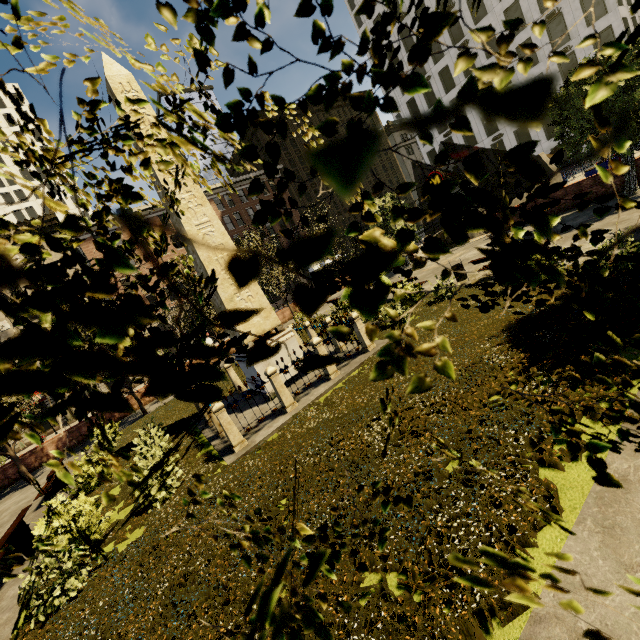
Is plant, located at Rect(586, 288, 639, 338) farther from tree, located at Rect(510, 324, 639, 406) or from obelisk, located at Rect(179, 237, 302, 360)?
obelisk, located at Rect(179, 237, 302, 360)

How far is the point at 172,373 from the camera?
0.19m

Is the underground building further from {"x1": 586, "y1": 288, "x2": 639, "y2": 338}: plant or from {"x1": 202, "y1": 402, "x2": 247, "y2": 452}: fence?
{"x1": 202, "y1": 402, "x2": 247, "y2": 452}: fence

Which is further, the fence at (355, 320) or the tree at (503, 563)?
the fence at (355, 320)

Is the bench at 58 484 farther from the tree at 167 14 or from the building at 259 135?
the building at 259 135

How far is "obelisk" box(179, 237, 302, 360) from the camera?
10.53m

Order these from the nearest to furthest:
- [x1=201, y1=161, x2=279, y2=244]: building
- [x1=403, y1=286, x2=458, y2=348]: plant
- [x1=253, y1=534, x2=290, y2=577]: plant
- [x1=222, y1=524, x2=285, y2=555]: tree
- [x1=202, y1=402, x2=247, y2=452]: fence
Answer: [x1=222, y1=524, x2=285, y2=555]: tree
[x1=253, y1=534, x2=290, y2=577]: plant
[x1=202, y1=402, x2=247, y2=452]: fence
[x1=403, y1=286, x2=458, y2=348]: plant
[x1=201, y1=161, x2=279, y2=244]: building

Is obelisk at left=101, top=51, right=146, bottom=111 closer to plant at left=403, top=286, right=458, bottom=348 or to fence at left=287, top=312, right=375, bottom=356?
fence at left=287, top=312, right=375, bottom=356
